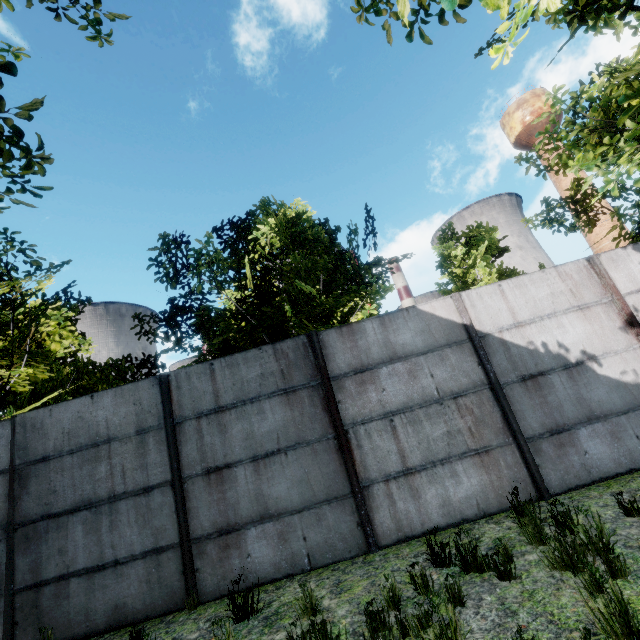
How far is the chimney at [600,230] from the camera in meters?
44.6 m

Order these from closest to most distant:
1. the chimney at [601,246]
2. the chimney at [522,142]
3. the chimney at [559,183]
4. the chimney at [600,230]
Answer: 1. the chimney at [601,246]
2. the chimney at [600,230]
3. the chimney at [559,183]
4. the chimney at [522,142]

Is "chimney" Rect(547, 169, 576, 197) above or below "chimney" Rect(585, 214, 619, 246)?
above

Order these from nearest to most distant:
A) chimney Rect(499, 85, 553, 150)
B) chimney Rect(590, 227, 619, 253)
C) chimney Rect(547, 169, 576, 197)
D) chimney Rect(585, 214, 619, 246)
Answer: chimney Rect(590, 227, 619, 253) < chimney Rect(585, 214, 619, 246) < chimney Rect(547, 169, 576, 197) < chimney Rect(499, 85, 553, 150)

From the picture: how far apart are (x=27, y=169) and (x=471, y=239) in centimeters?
1454cm

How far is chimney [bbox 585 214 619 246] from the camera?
44.6 meters
